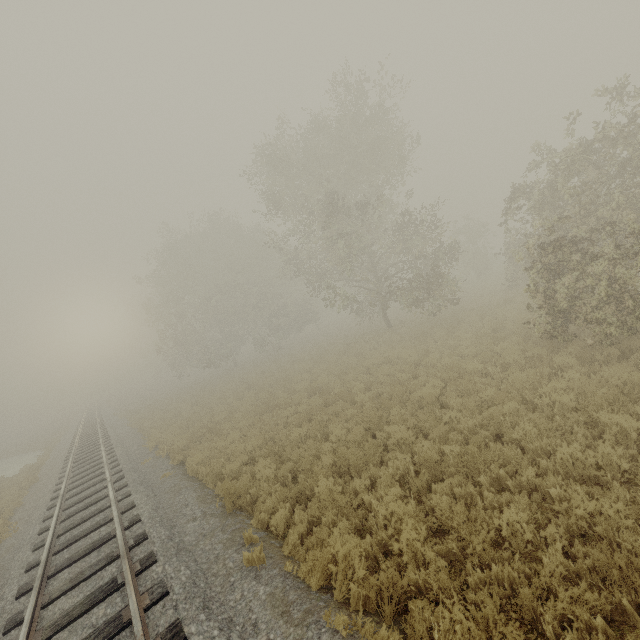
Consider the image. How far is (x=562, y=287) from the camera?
9.8 meters
